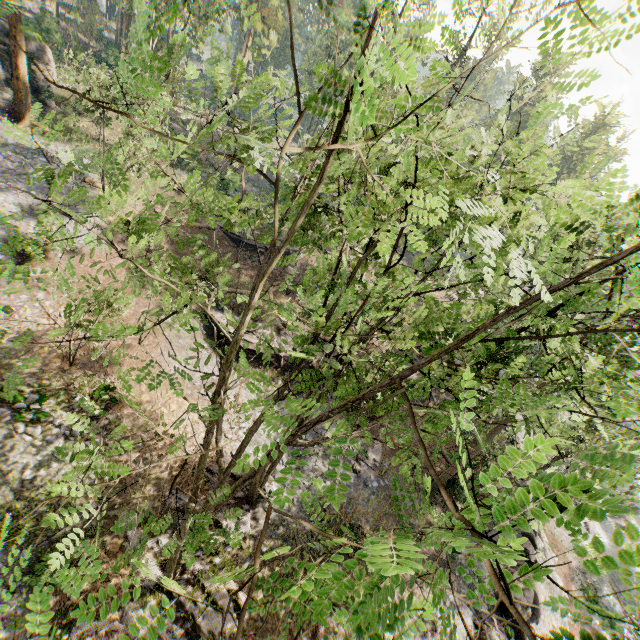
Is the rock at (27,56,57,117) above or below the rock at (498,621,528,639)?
above

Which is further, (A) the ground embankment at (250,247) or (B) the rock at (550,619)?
(A) the ground embankment at (250,247)

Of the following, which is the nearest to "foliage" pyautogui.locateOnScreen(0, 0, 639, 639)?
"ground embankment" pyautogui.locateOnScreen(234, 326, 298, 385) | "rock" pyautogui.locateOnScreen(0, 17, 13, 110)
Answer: "rock" pyautogui.locateOnScreen(0, 17, 13, 110)

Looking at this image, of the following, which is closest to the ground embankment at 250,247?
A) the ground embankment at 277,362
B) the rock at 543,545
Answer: the ground embankment at 277,362

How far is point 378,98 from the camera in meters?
6.4

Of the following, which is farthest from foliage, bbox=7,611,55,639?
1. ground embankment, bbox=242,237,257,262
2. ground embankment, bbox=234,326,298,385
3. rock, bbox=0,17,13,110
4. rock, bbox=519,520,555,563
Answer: ground embankment, bbox=242,237,257,262

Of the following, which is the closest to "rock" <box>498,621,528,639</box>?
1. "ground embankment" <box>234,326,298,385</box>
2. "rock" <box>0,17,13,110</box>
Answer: "ground embankment" <box>234,326,298,385</box>
